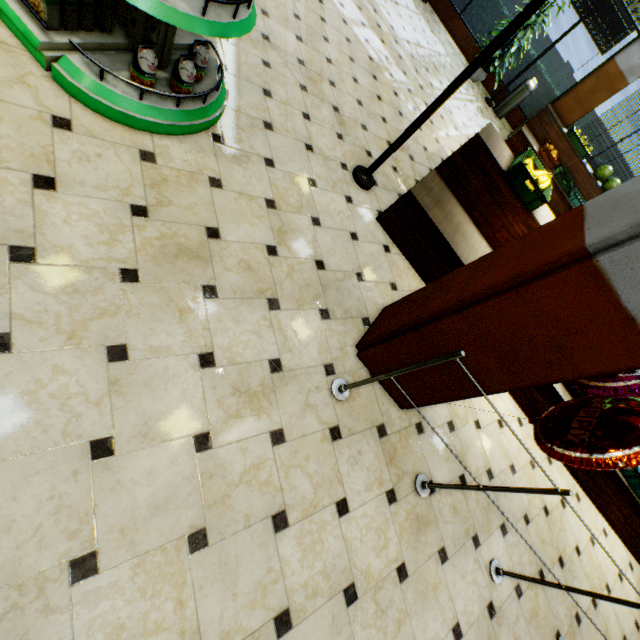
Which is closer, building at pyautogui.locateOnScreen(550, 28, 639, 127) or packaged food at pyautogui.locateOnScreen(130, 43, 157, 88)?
packaged food at pyautogui.locateOnScreen(130, 43, 157, 88)

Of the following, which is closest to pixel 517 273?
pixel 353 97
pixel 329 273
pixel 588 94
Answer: pixel 329 273

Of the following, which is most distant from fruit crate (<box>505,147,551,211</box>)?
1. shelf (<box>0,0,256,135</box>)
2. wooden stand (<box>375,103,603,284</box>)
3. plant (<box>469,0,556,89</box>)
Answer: plant (<box>469,0,556,89</box>)

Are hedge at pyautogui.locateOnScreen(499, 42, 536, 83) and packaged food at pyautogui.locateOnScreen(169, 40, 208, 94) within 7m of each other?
no

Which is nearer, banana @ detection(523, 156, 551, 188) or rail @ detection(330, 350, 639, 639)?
rail @ detection(330, 350, 639, 639)

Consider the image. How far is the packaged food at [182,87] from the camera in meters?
2.1

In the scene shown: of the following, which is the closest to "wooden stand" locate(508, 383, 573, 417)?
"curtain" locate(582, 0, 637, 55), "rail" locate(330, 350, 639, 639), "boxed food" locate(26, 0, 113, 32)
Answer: "rail" locate(330, 350, 639, 639)

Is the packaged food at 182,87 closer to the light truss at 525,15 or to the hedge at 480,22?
the light truss at 525,15
